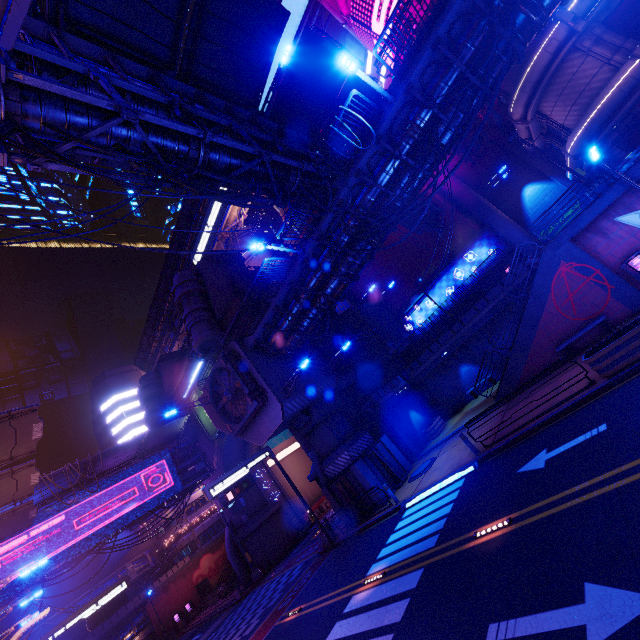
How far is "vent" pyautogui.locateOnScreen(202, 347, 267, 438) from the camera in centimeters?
1923cm

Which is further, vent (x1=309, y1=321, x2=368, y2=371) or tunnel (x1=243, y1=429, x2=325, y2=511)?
tunnel (x1=243, y1=429, x2=325, y2=511)

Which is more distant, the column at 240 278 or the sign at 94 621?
the column at 240 278

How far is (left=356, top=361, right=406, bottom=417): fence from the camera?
24.8m

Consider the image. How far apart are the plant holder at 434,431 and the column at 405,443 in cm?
151

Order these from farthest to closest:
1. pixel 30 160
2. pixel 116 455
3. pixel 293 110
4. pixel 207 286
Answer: pixel 207 286 < pixel 116 455 < pixel 293 110 < pixel 30 160

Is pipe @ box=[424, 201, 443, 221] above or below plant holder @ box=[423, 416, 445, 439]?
above

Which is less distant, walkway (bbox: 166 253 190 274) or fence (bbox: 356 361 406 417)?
fence (bbox: 356 361 406 417)
